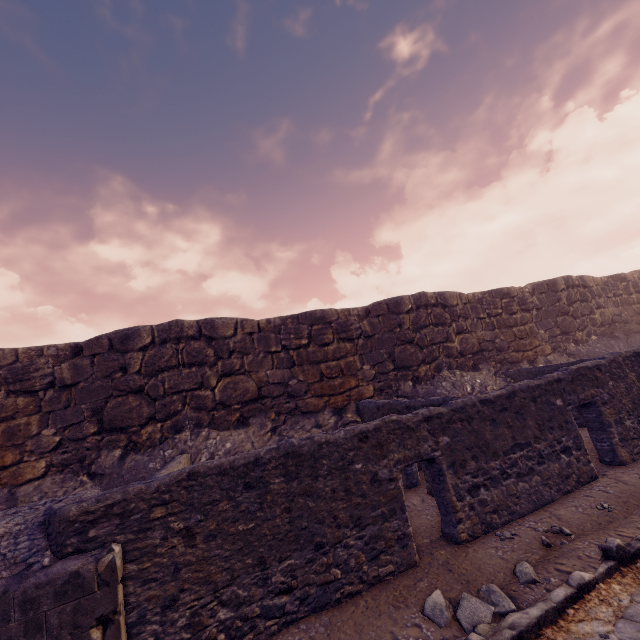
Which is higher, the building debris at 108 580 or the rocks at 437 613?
the building debris at 108 580

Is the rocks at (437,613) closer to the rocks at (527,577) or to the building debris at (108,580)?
the rocks at (527,577)

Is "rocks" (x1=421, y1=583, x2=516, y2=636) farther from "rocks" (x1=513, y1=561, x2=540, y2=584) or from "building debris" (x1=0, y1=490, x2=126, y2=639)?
"building debris" (x1=0, y1=490, x2=126, y2=639)

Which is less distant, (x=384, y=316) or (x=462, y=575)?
(x=462, y=575)

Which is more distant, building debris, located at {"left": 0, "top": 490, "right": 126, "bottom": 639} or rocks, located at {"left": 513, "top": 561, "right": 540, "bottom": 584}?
rocks, located at {"left": 513, "top": 561, "right": 540, "bottom": 584}

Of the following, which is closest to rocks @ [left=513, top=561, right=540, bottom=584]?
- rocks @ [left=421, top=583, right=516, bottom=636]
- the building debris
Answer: rocks @ [left=421, top=583, right=516, bottom=636]

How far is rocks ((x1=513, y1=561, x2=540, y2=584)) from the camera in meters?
3.6
